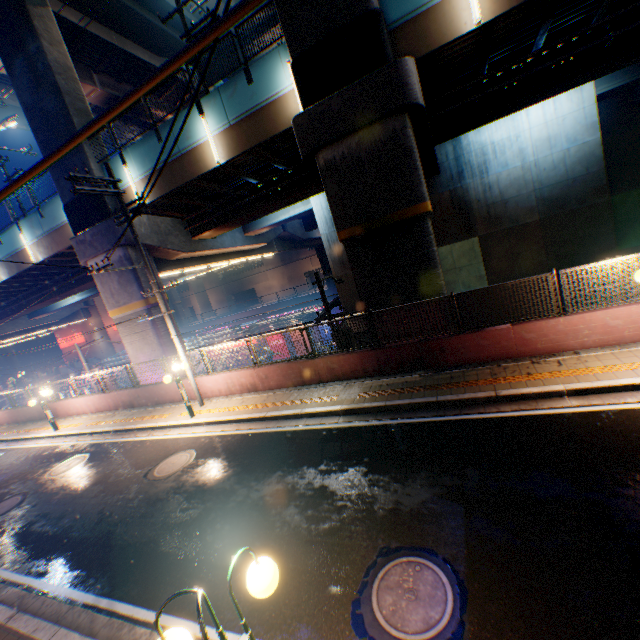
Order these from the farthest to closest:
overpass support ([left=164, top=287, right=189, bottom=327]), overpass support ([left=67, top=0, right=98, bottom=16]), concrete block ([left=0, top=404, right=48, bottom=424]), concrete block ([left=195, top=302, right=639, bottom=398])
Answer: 1. overpass support ([left=164, top=287, right=189, bottom=327])
2. concrete block ([left=0, top=404, right=48, bottom=424])
3. overpass support ([left=67, top=0, right=98, bottom=16])
4. concrete block ([left=195, top=302, right=639, bottom=398])

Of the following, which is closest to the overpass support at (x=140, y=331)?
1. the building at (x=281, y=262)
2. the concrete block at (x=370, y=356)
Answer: the concrete block at (x=370, y=356)

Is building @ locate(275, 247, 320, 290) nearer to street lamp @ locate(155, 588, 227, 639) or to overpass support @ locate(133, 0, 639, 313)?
overpass support @ locate(133, 0, 639, 313)

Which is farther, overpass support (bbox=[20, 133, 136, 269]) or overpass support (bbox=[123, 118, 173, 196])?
overpass support (bbox=[20, 133, 136, 269])

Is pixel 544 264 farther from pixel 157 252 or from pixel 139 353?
pixel 139 353

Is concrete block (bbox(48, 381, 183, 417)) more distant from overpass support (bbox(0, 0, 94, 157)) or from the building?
the building

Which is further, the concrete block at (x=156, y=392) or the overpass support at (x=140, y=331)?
the overpass support at (x=140, y=331)
